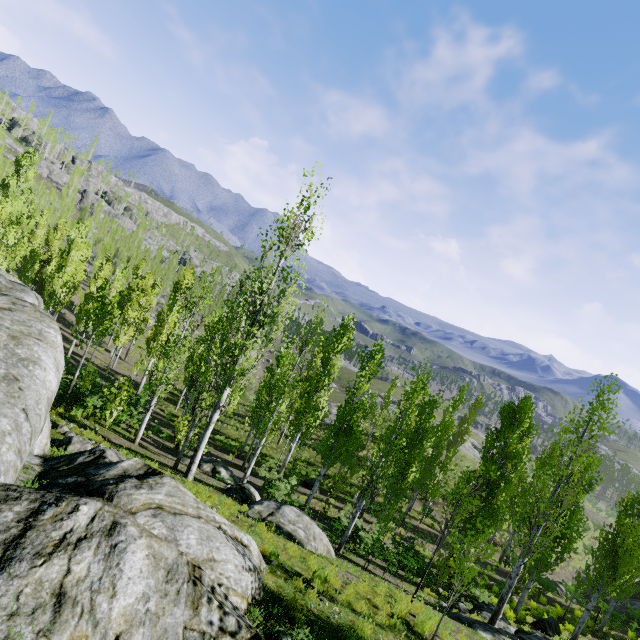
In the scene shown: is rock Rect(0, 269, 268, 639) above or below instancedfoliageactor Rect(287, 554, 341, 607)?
above

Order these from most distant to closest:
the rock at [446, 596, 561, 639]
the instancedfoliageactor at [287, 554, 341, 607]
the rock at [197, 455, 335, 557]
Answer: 1. the rock at [446, 596, 561, 639]
2. the rock at [197, 455, 335, 557]
3. the instancedfoliageactor at [287, 554, 341, 607]

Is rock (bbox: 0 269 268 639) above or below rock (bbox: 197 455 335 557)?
above

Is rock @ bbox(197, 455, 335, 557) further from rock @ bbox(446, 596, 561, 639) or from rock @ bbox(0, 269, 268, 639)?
rock @ bbox(446, 596, 561, 639)

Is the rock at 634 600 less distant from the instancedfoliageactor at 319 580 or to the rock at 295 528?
the instancedfoliageactor at 319 580

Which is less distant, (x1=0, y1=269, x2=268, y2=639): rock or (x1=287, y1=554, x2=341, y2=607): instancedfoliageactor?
(x1=0, y1=269, x2=268, y2=639): rock

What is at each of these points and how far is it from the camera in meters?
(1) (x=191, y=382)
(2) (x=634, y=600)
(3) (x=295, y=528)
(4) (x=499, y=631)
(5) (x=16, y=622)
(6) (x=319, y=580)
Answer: (1) instancedfoliageactor, 20.8 m
(2) rock, 27.7 m
(3) rock, 9.8 m
(4) rock, 10.5 m
(5) rock, 2.8 m
(6) instancedfoliageactor, 7.2 m

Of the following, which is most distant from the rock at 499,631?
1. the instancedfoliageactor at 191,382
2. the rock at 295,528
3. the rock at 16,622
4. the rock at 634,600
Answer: the rock at 634,600
